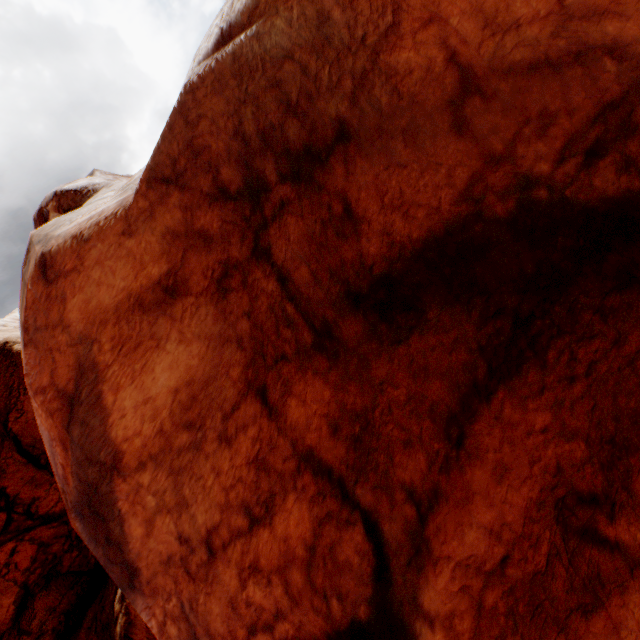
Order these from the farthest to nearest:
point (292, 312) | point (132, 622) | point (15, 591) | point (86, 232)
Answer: point (15, 591)
point (132, 622)
point (86, 232)
point (292, 312)
